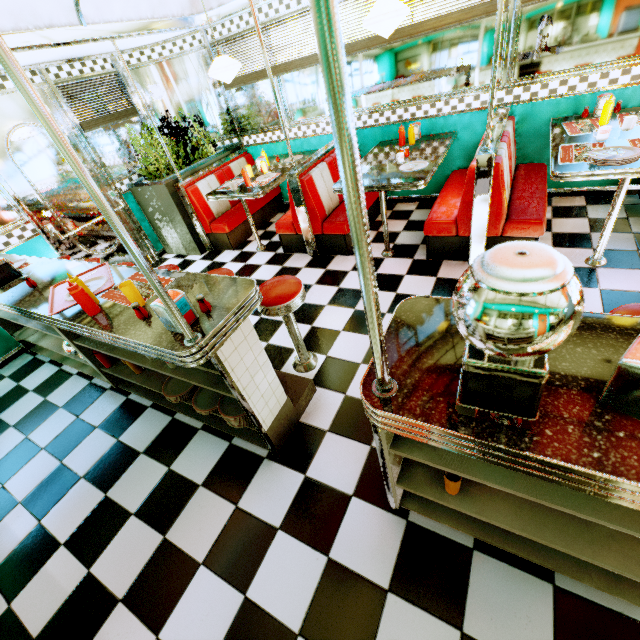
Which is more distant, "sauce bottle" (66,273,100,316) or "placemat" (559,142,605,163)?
"placemat" (559,142,605,163)

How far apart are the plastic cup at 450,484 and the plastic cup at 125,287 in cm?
182

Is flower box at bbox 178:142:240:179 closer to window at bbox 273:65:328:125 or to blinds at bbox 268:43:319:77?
window at bbox 273:65:328:125

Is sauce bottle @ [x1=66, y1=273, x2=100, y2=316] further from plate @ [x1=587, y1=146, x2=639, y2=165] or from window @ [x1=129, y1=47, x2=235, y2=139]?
window @ [x1=129, y1=47, x2=235, y2=139]

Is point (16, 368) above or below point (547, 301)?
below

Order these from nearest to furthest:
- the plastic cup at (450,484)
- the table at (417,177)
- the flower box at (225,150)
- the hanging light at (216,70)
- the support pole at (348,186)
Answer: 1. the support pole at (348,186)
2. the plastic cup at (450,484)
3. the table at (417,177)
4. the hanging light at (216,70)
5. the flower box at (225,150)

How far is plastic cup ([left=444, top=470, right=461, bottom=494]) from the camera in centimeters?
146cm

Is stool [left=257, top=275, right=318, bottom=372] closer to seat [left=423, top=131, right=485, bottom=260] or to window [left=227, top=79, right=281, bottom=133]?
seat [left=423, top=131, right=485, bottom=260]
